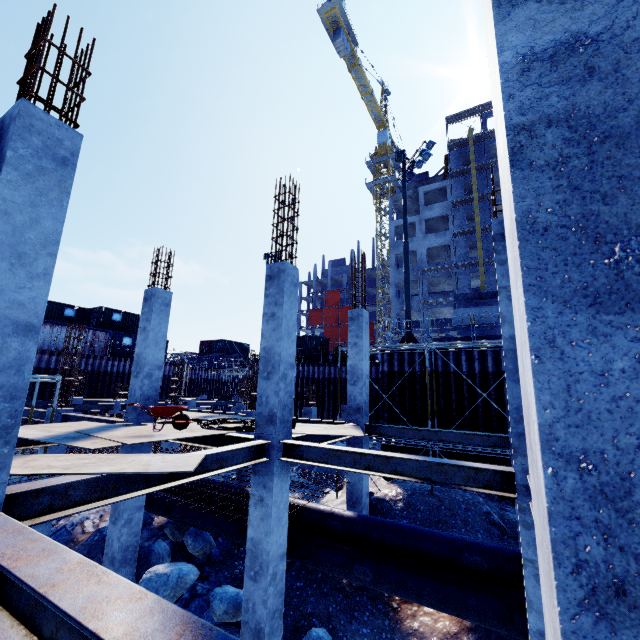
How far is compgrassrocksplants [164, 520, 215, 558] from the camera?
9.97m

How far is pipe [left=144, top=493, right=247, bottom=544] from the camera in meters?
9.3

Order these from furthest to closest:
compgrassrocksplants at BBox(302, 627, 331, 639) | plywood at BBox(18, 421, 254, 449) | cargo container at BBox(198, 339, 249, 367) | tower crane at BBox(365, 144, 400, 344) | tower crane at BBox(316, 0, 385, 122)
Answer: tower crane at BBox(365, 144, 400, 344)
cargo container at BBox(198, 339, 249, 367)
tower crane at BBox(316, 0, 385, 122)
compgrassrocksplants at BBox(302, 627, 331, 639)
plywood at BBox(18, 421, 254, 449)

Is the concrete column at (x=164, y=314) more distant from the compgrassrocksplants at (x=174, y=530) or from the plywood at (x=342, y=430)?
the compgrassrocksplants at (x=174, y=530)

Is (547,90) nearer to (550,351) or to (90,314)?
(550,351)

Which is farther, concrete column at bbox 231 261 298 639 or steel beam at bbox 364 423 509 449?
steel beam at bbox 364 423 509 449

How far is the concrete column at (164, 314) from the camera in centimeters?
952cm

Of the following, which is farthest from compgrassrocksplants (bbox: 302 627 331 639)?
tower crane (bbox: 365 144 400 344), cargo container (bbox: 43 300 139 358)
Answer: tower crane (bbox: 365 144 400 344)
